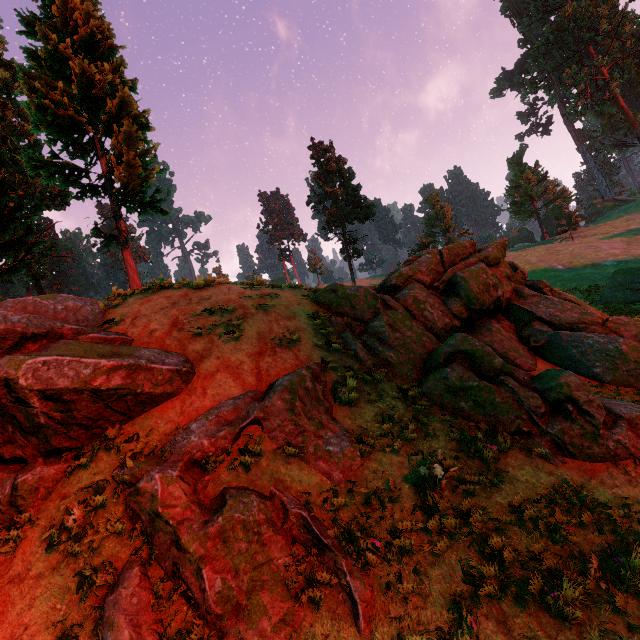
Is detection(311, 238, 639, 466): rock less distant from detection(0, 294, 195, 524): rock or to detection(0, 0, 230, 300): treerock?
detection(0, 294, 195, 524): rock

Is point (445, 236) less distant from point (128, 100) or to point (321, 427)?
point (128, 100)

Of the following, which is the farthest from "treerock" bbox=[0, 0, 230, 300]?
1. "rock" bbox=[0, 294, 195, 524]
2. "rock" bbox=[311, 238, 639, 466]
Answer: "rock" bbox=[311, 238, 639, 466]

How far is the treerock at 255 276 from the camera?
11.89m

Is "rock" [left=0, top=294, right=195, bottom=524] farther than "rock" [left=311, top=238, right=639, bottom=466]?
No

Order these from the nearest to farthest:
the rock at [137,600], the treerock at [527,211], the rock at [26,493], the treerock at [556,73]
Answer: the rock at [137,600] → the rock at [26,493] → the treerock at [556,73] → the treerock at [527,211]
